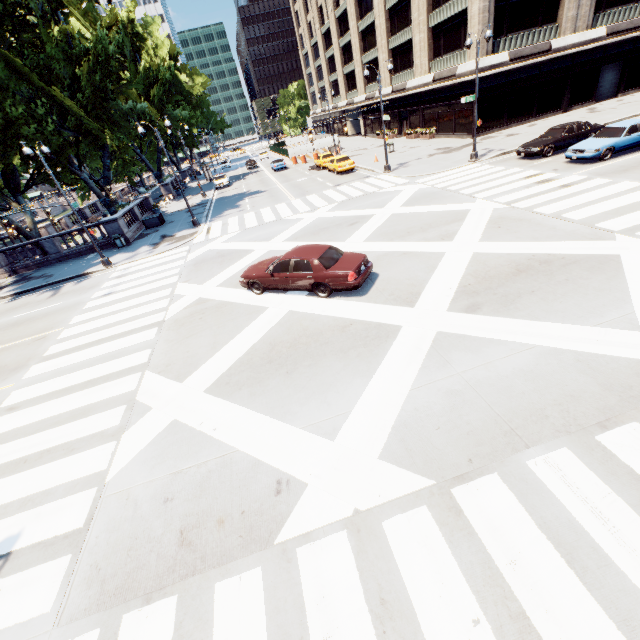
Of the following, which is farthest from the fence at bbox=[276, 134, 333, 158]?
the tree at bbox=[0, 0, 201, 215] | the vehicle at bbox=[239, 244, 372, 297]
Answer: the vehicle at bbox=[239, 244, 372, 297]

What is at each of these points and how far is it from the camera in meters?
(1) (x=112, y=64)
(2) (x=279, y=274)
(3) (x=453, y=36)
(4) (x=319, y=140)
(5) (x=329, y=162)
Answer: (1) tree, 24.1
(2) vehicle, 11.7
(3) building, 30.8
(4) fence, 47.7
(5) vehicle, 33.2

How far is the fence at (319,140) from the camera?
47.53m

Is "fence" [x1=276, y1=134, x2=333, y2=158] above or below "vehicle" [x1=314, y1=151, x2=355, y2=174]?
above

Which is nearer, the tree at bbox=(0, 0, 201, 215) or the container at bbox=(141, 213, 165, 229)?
the tree at bbox=(0, 0, 201, 215)

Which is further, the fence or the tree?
the fence

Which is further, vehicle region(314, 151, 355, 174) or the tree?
vehicle region(314, 151, 355, 174)

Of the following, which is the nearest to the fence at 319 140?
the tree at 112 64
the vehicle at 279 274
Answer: the tree at 112 64
